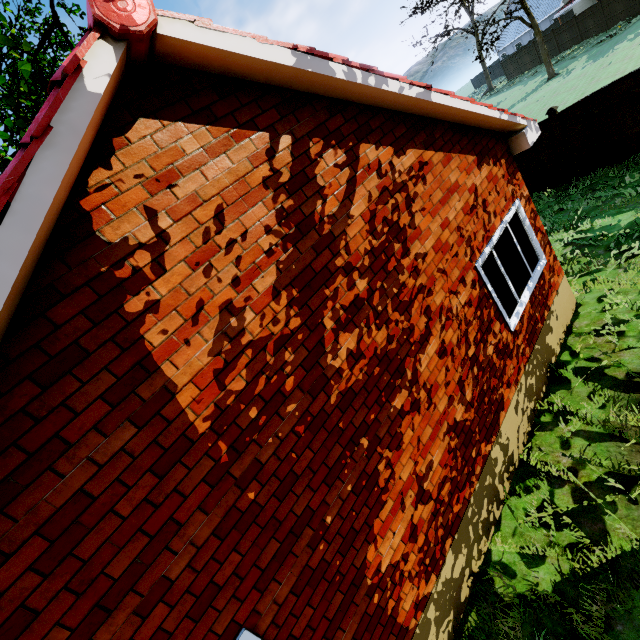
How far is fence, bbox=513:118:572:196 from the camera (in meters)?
10.61

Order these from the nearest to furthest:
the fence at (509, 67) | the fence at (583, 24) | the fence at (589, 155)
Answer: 1. the fence at (589, 155)
2. the fence at (583, 24)
3. the fence at (509, 67)

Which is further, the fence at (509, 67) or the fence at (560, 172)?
the fence at (509, 67)

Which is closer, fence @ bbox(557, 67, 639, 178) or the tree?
the tree

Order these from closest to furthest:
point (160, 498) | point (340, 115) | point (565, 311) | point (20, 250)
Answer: point (20, 250) → point (160, 498) → point (340, 115) → point (565, 311)

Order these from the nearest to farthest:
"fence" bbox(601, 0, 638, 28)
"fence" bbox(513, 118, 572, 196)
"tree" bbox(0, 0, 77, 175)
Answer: "tree" bbox(0, 0, 77, 175)
"fence" bbox(513, 118, 572, 196)
"fence" bbox(601, 0, 638, 28)
